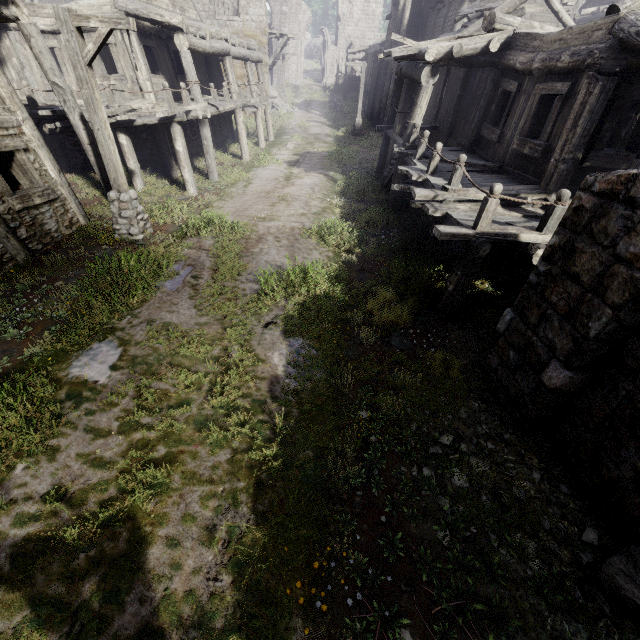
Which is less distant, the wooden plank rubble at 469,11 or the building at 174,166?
the building at 174,166

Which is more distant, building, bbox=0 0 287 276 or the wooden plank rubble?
the wooden plank rubble

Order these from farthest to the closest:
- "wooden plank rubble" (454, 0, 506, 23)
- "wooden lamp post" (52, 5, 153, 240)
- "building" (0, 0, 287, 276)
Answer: "wooden plank rubble" (454, 0, 506, 23) → "building" (0, 0, 287, 276) → "wooden lamp post" (52, 5, 153, 240)

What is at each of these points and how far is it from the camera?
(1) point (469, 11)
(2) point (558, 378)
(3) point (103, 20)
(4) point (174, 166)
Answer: (1) wooden plank rubble, 14.8m
(2) building, 3.9m
(3) wooden lamp post, 6.5m
(4) building, 14.5m

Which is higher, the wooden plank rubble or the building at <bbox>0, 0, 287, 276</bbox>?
the wooden plank rubble

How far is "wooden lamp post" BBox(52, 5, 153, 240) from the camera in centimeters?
647cm

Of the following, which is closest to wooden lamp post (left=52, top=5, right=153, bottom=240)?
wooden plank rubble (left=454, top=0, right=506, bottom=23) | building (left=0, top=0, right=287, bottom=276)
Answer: building (left=0, top=0, right=287, bottom=276)

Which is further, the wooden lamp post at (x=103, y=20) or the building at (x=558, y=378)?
the wooden lamp post at (x=103, y=20)
